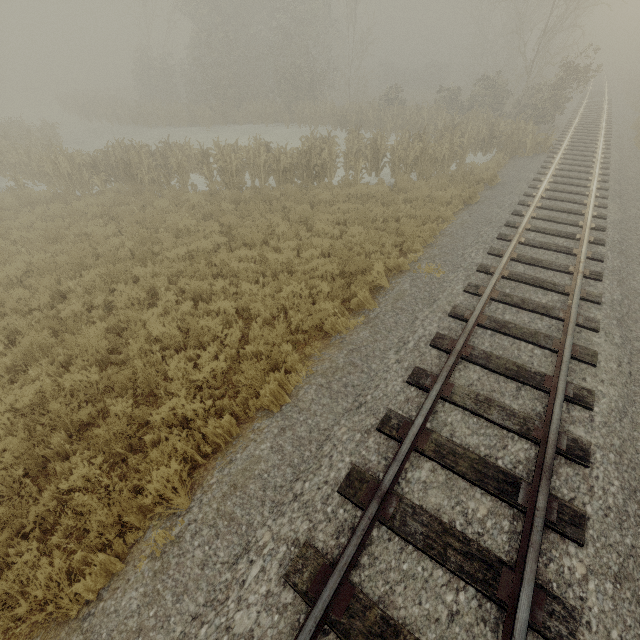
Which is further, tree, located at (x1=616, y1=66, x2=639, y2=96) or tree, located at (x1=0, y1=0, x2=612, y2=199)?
tree, located at (x1=616, y1=66, x2=639, y2=96)

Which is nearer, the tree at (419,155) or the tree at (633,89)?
the tree at (419,155)

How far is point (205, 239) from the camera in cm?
948
